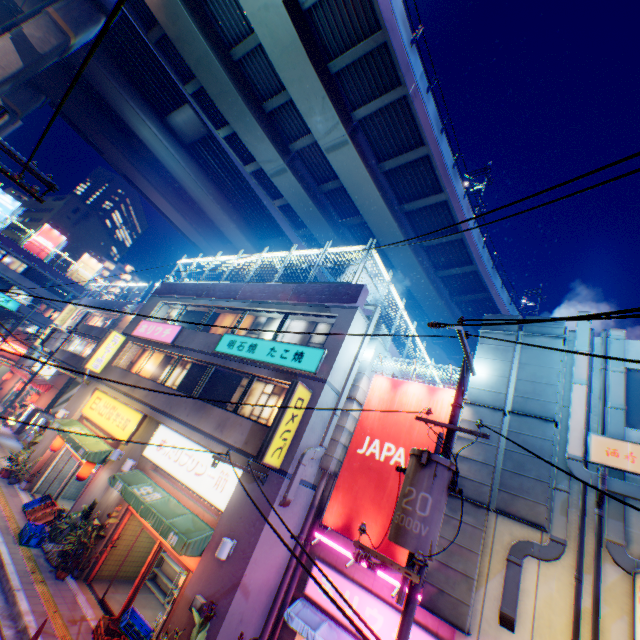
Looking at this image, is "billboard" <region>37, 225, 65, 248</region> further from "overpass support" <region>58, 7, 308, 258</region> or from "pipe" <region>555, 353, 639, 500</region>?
"pipe" <region>555, 353, 639, 500</region>

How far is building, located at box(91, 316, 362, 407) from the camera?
10.8 meters

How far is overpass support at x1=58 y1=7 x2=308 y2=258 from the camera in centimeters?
2367cm

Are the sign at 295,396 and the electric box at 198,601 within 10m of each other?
yes

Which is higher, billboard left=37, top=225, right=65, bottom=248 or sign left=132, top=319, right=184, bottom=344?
billboard left=37, top=225, right=65, bottom=248

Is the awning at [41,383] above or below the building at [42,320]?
below

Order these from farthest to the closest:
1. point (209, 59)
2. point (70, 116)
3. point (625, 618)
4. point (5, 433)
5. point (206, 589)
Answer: point (70, 116), point (5, 433), point (209, 59), point (206, 589), point (625, 618)

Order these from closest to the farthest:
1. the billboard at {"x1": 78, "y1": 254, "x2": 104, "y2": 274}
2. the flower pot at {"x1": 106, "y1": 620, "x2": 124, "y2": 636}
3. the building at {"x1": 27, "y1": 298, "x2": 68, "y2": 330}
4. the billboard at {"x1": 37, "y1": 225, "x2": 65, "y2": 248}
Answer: the flower pot at {"x1": 106, "y1": 620, "x2": 124, "y2": 636} < the building at {"x1": 27, "y1": 298, "x2": 68, "y2": 330} < the billboard at {"x1": 37, "y1": 225, "x2": 65, "y2": 248} < the billboard at {"x1": 78, "y1": 254, "x2": 104, "y2": 274}
